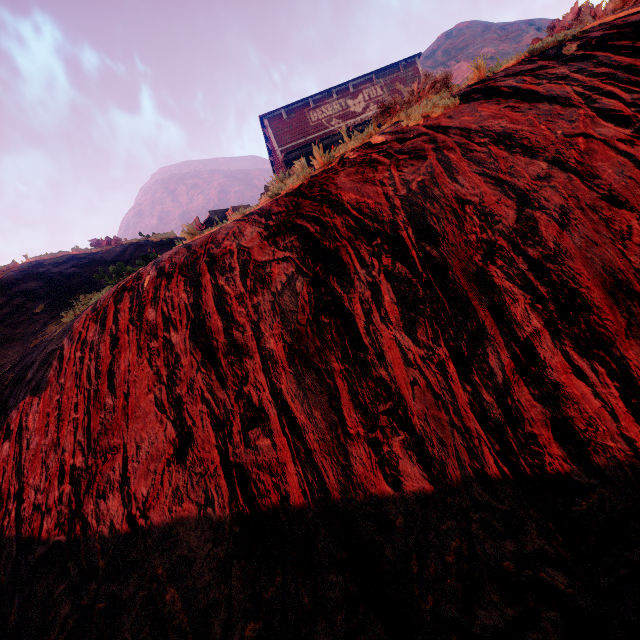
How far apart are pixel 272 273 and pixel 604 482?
3.1 meters

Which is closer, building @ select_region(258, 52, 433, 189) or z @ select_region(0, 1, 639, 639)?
z @ select_region(0, 1, 639, 639)

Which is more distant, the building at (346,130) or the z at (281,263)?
the building at (346,130)

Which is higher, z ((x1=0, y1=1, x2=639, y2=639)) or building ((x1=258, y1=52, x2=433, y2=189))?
building ((x1=258, y1=52, x2=433, y2=189))

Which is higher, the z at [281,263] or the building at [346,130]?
the building at [346,130]

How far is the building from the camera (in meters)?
5.70
